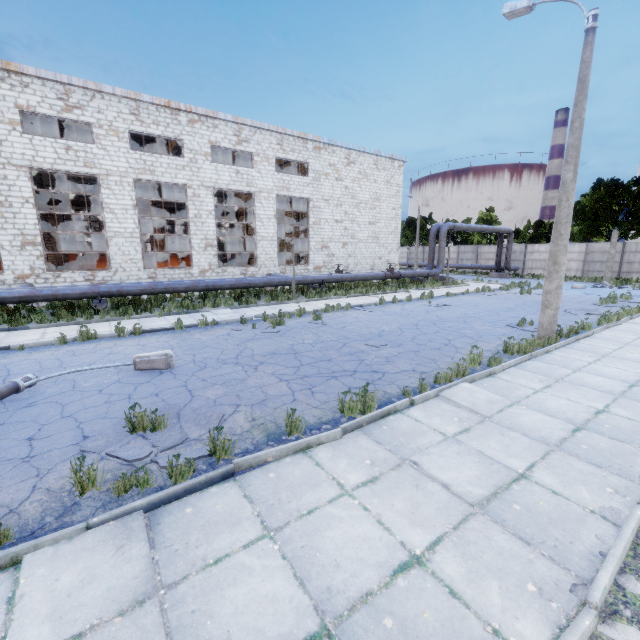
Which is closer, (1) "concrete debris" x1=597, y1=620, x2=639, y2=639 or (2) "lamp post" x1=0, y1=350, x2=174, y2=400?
(1) "concrete debris" x1=597, y1=620, x2=639, y2=639

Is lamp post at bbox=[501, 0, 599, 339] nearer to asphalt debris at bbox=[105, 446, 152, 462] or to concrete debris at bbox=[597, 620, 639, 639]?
concrete debris at bbox=[597, 620, 639, 639]

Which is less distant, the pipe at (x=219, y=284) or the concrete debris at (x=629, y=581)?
the concrete debris at (x=629, y=581)

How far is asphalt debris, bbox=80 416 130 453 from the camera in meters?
4.6

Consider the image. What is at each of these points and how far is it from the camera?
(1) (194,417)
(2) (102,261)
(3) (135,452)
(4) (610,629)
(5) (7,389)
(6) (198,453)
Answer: (1) asphalt debris, 5.41m
(2) cable machine, 20.64m
(3) asphalt debris, 4.43m
(4) concrete debris, 2.38m
(5) lamp post, 6.07m
(6) asphalt debris, 4.41m

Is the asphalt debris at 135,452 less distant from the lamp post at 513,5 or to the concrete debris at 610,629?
the concrete debris at 610,629

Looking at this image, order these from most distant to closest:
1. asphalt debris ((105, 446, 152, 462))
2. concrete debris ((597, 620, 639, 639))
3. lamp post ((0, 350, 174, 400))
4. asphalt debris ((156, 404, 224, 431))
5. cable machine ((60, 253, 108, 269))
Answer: cable machine ((60, 253, 108, 269)) → lamp post ((0, 350, 174, 400)) → asphalt debris ((156, 404, 224, 431)) → asphalt debris ((105, 446, 152, 462)) → concrete debris ((597, 620, 639, 639))

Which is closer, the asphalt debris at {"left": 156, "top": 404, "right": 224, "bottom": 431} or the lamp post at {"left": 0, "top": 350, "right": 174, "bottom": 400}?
the asphalt debris at {"left": 156, "top": 404, "right": 224, "bottom": 431}
